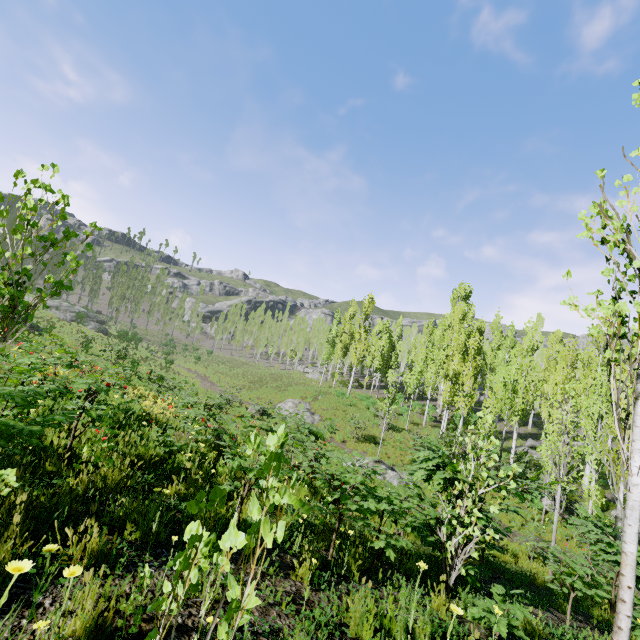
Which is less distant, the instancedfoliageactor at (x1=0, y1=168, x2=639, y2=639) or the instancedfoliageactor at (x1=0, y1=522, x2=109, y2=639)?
the instancedfoliageactor at (x1=0, y1=522, x2=109, y2=639)

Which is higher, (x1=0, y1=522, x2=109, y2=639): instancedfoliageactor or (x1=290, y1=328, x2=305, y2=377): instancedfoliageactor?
(x1=290, y1=328, x2=305, y2=377): instancedfoliageactor

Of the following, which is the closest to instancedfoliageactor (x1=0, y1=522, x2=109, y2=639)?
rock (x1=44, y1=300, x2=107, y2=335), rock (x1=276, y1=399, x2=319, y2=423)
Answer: rock (x1=44, y1=300, x2=107, y2=335)

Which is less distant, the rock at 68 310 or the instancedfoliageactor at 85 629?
the instancedfoliageactor at 85 629

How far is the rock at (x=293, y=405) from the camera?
25.8 meters

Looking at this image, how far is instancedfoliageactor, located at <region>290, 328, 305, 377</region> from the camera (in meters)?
48.35

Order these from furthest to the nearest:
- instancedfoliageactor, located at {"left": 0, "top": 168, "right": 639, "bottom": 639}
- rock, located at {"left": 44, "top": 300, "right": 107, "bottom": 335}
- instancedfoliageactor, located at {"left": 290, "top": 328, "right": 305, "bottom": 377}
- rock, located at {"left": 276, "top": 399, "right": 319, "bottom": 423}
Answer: instancedfoliageactor, located at {"left": 290, "top": 328, "right": 305, "bottom": 377}
rock, located at {"left": 44, "top": 300, "right": 107, "bottom": 335}
rock, located at {"left": 276, "top": 399, "right": 319, "bottom": 423}
instancedfoliageactor, located at {"left": 0, "top": 168, "right": 639, "bottom": 639}

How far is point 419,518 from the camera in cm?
490
